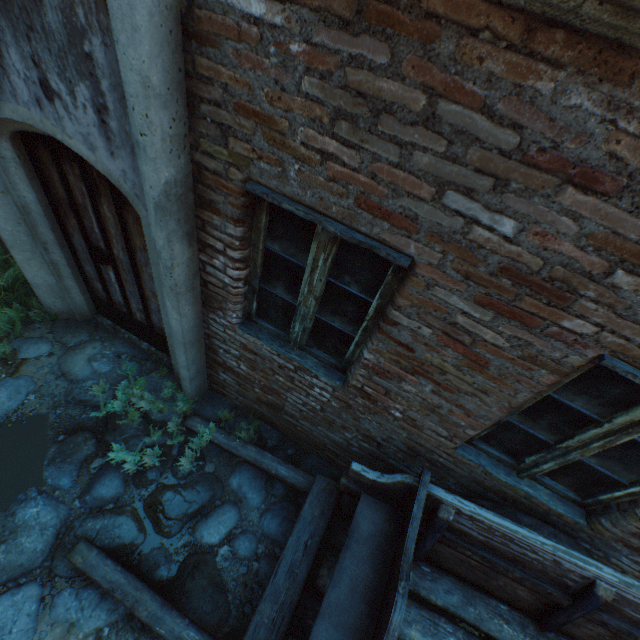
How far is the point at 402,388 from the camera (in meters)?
2.27

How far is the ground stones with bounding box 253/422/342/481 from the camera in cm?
357

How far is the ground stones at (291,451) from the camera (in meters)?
3.57

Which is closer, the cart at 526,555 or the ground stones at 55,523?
the cart at 526,555

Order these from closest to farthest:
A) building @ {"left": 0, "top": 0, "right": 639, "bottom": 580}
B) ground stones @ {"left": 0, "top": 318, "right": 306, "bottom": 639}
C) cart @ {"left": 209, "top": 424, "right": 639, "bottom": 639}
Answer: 1. building @ {"left": 0, "top": 0, "right": 639, "bottom": 580}
2. cart @ {"left": 209, "top": 424, "right": 639, "bottom": 639}
3. ground stones @ {"left": 0, "top": 318, "right": 306, "bottom": 639}

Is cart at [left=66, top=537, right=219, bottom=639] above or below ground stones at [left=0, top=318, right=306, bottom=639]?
above

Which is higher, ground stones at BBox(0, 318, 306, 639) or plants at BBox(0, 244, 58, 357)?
plants at BBox(0, 244, 58, 357)
